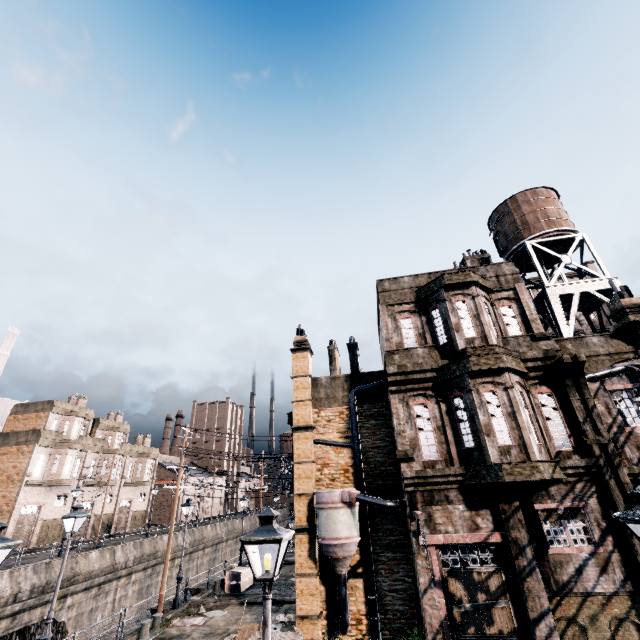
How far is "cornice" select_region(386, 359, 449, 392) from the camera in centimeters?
1445cm

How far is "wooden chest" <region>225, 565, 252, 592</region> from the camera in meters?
22.9

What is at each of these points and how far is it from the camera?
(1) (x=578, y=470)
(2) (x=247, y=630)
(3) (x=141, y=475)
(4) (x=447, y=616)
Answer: (1) cornice, 12.0 meters
(2) wheelbarrow, 14.3 meters
(3) building, 52.6 meters
(4) building, 11.2 meters

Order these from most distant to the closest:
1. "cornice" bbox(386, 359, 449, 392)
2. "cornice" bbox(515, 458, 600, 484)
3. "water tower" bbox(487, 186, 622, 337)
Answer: "water tower" bbox(487, 186, 622, 337), "cornice" bbox(386, 359, 449, 392), "cornice" bbox(515, 458, 600, 484)

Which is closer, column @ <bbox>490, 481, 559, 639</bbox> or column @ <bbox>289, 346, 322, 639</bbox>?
column @ <bbox>490, 481, 559, 639</bbox>

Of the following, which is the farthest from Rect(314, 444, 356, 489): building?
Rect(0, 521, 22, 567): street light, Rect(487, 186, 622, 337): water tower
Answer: Rect(0, 521, 22, 567): street light

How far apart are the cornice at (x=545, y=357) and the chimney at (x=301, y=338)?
10.55m

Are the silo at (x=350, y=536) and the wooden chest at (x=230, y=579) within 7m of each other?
no
